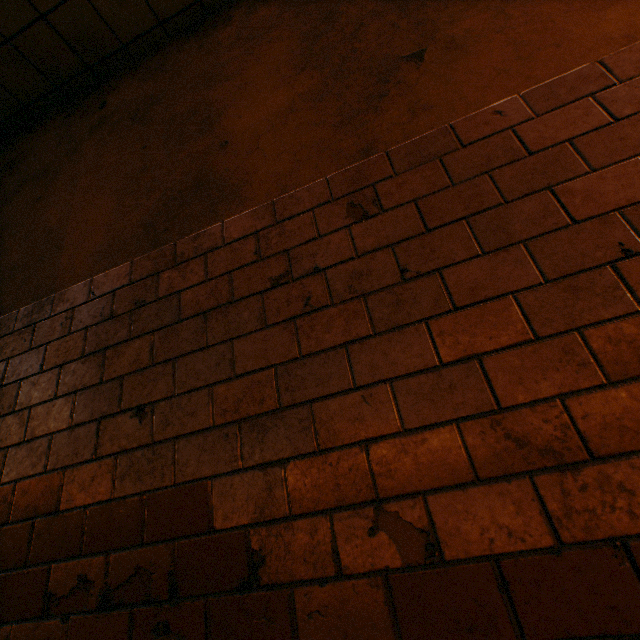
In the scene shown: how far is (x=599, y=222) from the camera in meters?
0.9 m
